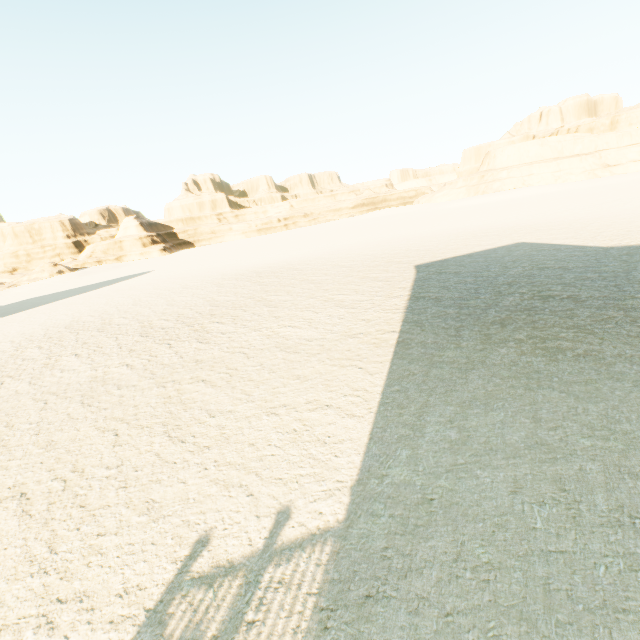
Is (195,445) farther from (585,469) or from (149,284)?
(149,284)
